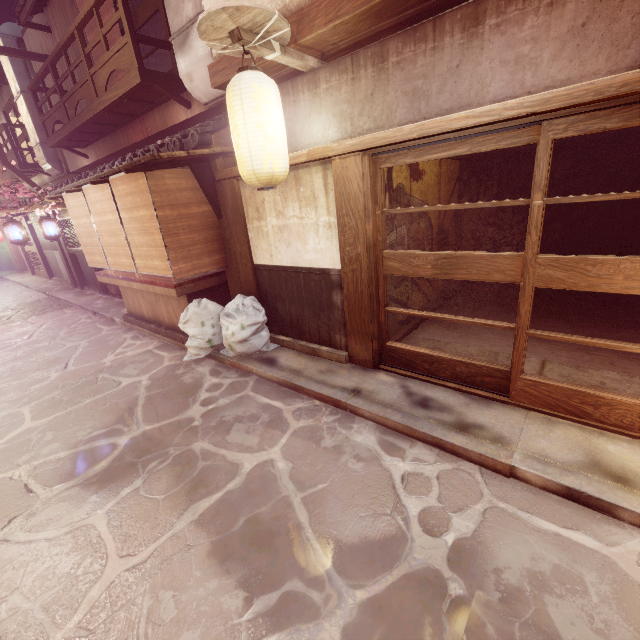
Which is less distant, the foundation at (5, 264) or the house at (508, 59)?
the house at (508, 59)

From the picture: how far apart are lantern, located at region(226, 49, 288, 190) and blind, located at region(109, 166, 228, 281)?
3.1m

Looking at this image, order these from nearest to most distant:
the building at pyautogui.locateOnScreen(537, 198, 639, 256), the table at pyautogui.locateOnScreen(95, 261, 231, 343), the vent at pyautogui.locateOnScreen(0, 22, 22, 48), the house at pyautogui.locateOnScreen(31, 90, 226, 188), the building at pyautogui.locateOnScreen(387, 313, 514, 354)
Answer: the building at pyautogui.locateOnScreen(387, 313, 514, 354), the table at pyautogui.locateOnScreen(95, 261, 231, 343), the house at pyautogui.locateOnScreen(31, 90, 226, 188), the building at pyautogui.locateOnScreen(537, 198, 639, 256), the vent at pyautogui.locateOnScreen(0, 22, 22, 48)

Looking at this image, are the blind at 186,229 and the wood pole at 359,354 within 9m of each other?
yes

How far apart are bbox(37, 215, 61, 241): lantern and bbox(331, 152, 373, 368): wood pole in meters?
19.2

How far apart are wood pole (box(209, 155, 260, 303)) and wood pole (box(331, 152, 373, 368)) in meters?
3.4 m

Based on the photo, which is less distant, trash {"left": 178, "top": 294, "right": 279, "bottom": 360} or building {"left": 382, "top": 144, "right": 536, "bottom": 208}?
building {"left": 382, "top": 144, "right": 536, "bottom": 208}

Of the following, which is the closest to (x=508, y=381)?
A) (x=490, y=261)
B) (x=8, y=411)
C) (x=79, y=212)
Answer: (x=490, y=261)
